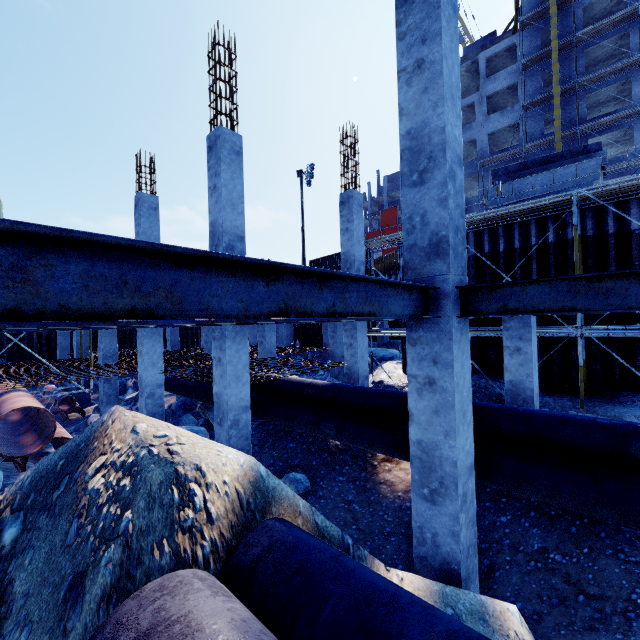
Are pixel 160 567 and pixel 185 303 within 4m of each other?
yes

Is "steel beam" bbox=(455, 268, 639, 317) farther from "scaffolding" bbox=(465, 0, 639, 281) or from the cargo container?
the cargo container

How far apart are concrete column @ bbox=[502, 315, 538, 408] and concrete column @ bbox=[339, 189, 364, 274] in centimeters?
434cm

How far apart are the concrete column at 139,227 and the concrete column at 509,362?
10.4 meters

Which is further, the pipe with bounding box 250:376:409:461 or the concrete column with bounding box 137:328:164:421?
the concrete column with bounding box 137:328:164:421

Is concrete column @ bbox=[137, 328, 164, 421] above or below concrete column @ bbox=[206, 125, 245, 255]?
below

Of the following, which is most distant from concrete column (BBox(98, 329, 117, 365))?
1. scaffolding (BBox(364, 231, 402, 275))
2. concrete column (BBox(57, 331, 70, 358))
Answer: scaffolding (BBox(364, 231, 402, 275))

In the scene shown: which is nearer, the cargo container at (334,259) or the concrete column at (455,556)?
the concrete column at (455,556)
